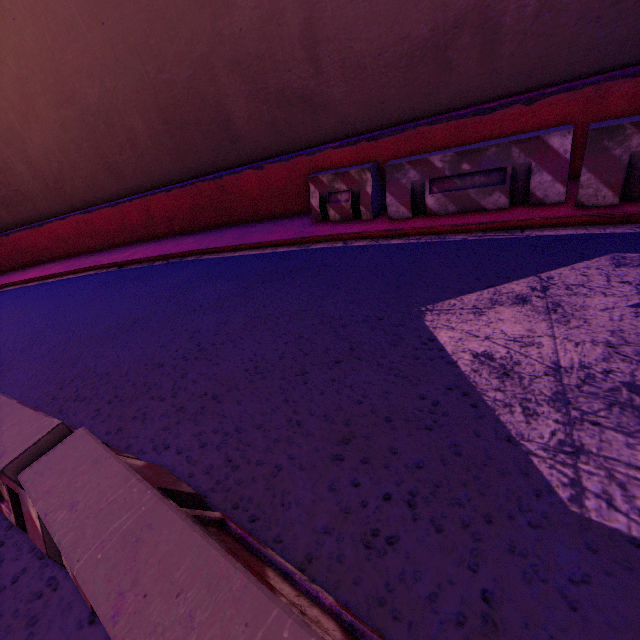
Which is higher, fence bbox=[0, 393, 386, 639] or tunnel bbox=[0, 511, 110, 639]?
fence bbox=[0, 393, 386, 639]

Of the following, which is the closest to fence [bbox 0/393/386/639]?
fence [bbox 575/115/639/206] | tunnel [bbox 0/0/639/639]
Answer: tunnel [bbox 0/0/639/639]

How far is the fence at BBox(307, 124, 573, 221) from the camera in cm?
426

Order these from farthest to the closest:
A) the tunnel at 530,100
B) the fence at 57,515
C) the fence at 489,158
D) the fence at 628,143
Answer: the fence at 489,158, the fence at 628,143, the tunnel at 530,100, the fence at 57,515

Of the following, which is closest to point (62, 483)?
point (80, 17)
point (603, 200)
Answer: point (603, 200)

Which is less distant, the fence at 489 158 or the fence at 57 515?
the fence at 57 515

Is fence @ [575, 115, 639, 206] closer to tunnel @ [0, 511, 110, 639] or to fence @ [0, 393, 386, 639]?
tunnel @ [0, 511, 110, 639]

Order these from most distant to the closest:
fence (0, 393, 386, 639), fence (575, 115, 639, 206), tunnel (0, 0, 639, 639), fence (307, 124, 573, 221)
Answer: fence (307, 124, 573, 221)
fence (575, 115, 639, 206)
tunnel (0, 0, 639, 639)
fence (0, 393, 386, 639)
